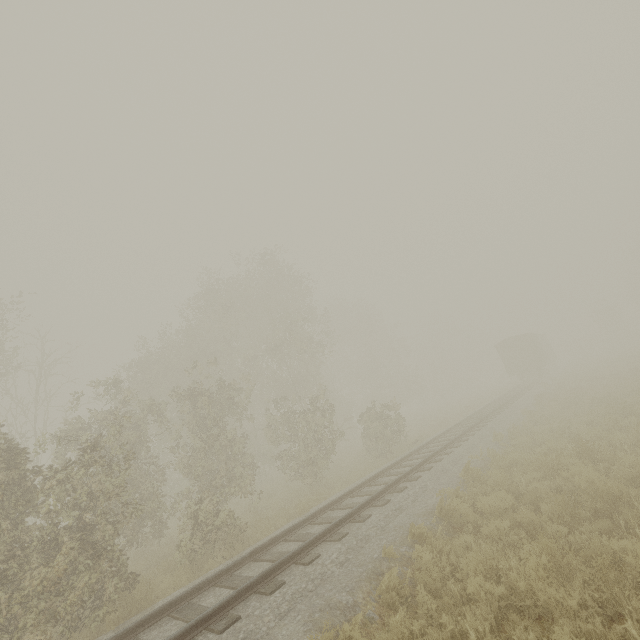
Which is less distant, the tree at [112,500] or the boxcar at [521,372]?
the tree at [112,500]

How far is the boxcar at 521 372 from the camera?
33.2m

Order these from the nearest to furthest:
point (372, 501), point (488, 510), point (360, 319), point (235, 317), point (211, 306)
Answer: point (488, 510)
point (372, 501)
point (211, 306)
point (235, 317)
point (360, 319)

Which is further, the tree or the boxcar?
the boxcar

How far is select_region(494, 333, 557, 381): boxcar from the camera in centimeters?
3319cm
